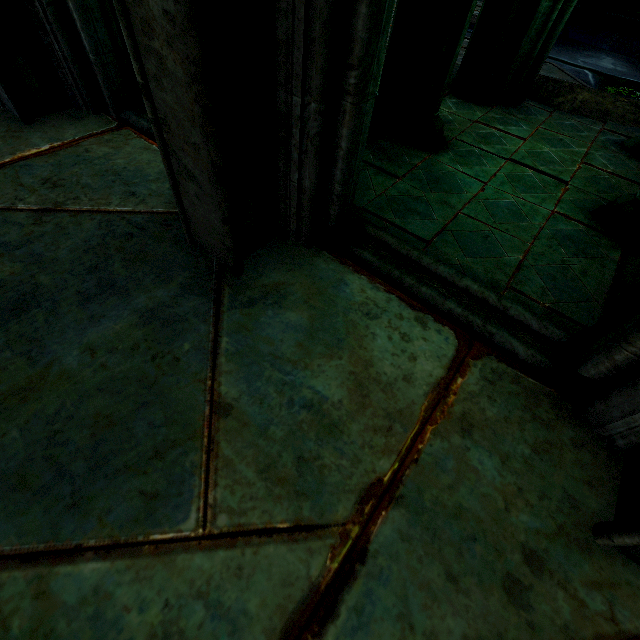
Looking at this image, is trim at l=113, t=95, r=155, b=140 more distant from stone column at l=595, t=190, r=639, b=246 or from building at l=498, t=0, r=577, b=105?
stone column at l=595, t=190, r=639, b=246

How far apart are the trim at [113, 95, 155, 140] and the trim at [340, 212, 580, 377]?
0.8 meters

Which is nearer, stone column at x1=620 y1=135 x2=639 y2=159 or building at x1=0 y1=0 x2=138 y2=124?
building at x1=0 y1=0 x2=138 y2=124

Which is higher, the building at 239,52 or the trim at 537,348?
the building at 239,52

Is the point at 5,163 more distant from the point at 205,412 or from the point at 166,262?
the point at 205,412

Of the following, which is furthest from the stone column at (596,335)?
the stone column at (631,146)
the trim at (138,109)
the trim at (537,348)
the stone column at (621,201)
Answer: the stone column at (631,146)

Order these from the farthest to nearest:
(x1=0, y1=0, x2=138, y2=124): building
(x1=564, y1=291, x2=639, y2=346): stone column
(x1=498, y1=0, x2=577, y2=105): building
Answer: (x1=498, y1=0, x2=577, y2=105): building < (x1=0, y1=0, x2=138, y2=124): building < (x1=564, y1=291, x2=639, y2=346): stone column

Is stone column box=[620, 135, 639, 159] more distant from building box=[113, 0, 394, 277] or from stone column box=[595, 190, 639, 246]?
stone column box=[595, 190, 639, 246]
